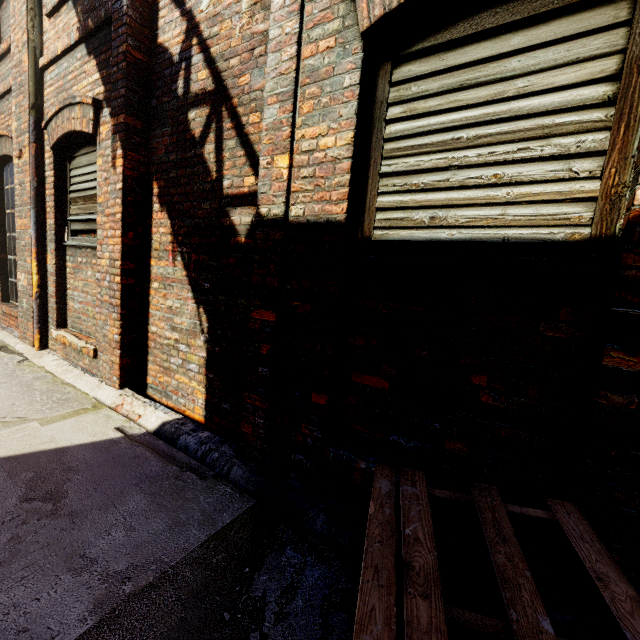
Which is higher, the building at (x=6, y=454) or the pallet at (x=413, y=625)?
the pallet at (x=413, y=625)

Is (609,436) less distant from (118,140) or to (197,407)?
(197,407)

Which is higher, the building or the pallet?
the pallet
